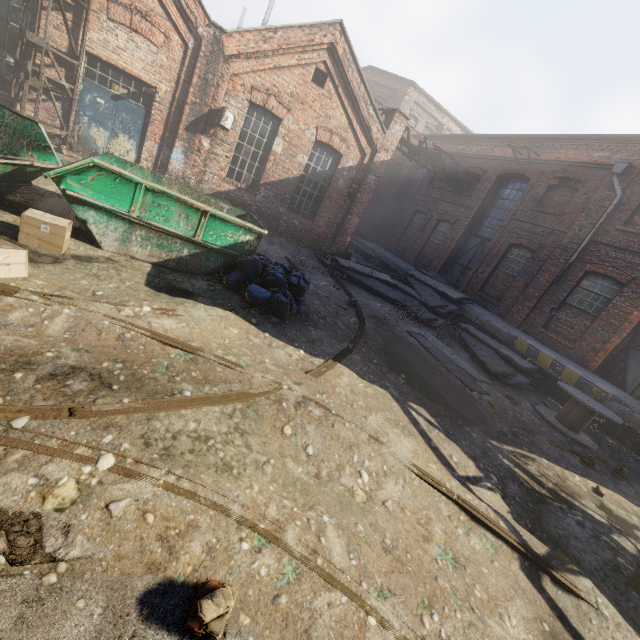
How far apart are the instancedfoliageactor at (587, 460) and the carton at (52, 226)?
10.32m

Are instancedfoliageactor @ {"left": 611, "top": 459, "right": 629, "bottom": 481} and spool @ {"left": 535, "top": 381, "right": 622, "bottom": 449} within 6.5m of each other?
yes

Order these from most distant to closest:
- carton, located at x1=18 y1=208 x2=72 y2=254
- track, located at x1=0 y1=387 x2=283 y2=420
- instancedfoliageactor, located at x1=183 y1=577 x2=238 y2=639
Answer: carton, located at x1=18 y1=208 x2=72 y2=254
track, located at x1=0 y1=387 x2=283 y2=420
instancedfoliageactor, located at x1=183 y1=577 x2=238 y2=639

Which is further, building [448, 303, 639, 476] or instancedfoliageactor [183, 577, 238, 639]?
building [448, 303, 639, 476]

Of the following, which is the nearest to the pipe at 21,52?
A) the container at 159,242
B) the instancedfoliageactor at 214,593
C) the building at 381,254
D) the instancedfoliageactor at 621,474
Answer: the container at 159,242

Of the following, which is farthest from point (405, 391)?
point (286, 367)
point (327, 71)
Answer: point (327, 71)

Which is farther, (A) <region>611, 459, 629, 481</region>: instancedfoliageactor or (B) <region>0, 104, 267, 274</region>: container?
(A) <region>611, 459, 629, 481</region>: instancedfoliageactor

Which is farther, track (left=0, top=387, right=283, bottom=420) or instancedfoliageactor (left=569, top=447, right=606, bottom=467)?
instancedfoliageactor (left=569, top=447, right=606, bottom=467)
